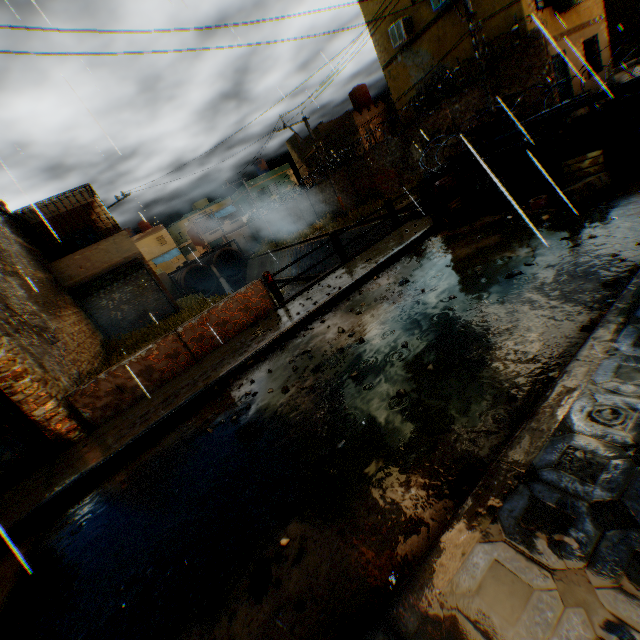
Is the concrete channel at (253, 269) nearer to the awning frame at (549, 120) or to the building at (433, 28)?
the building at (433, 28)

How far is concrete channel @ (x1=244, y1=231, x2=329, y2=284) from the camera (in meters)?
24.02

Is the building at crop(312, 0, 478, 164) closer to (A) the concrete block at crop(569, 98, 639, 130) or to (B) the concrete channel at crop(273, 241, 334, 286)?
(B) the concrete channel at crop(273, 241, 334, 286)

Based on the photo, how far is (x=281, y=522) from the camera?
2.7m

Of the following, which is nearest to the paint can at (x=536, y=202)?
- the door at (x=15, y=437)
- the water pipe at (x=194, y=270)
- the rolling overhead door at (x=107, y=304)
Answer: the rolling overhead door at (x=107, y=304)

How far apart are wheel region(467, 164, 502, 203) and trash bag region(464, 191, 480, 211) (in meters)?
0.03

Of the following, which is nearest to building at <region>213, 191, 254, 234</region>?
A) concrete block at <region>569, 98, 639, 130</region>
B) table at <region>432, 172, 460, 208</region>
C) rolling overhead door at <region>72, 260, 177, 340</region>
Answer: rolling overhead door at <region>72, 260, 177, 340</region>

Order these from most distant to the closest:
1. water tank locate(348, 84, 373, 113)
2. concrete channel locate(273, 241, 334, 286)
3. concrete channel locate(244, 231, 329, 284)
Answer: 1. water tank locate(348, 84, 373, 113)
2. concrete channel locate(244, 231, 329, 284)
3. concrete channel locate(273, 241, 334, 286)
